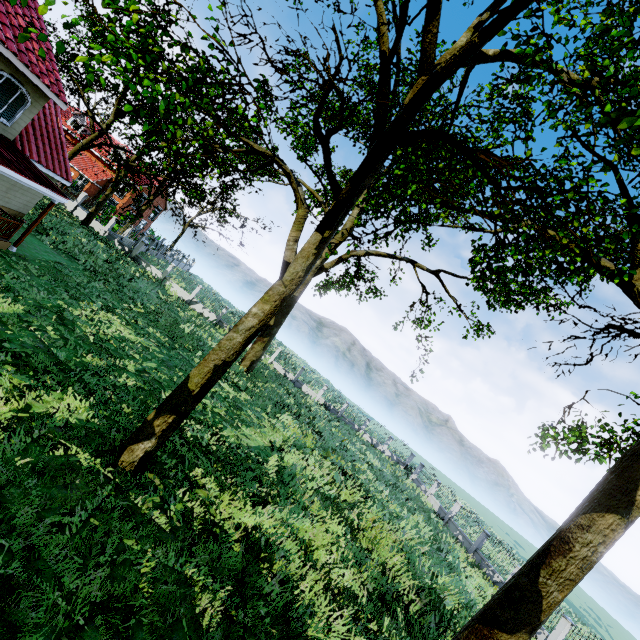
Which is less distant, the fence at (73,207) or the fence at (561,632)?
the fence at (561,632)

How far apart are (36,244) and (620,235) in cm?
3341

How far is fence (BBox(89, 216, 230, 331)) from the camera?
29.6m

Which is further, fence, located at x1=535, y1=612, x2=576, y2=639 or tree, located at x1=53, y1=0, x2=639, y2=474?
fence, located at x1=535, y1=612, x2=576, y2=639

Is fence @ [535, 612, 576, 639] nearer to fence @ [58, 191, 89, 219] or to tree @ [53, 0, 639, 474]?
tree @ [53, 0, 639, 474]

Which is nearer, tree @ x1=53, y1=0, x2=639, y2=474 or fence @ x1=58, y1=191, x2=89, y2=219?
tree @ x1=53, y1=0, x2=639, y2=474

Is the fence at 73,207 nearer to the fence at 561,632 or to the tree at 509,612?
the tree at 509,612
